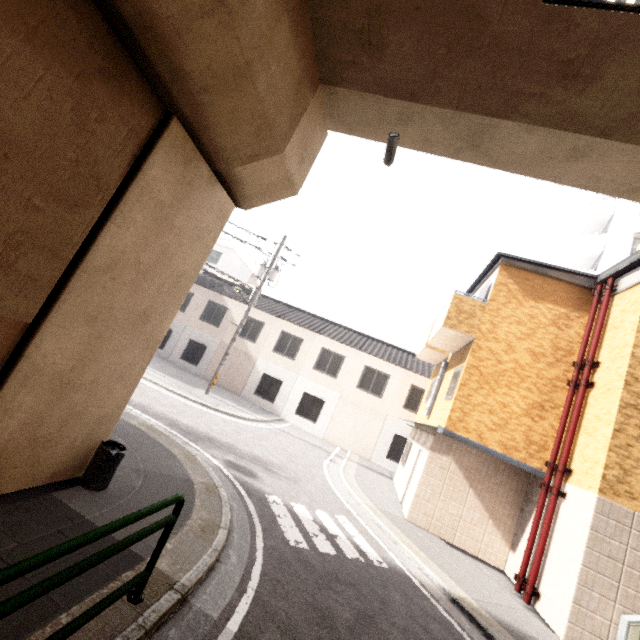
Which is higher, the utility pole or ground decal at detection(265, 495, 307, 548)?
the utility pole

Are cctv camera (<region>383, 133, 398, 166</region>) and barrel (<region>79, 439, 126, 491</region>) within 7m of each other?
yes

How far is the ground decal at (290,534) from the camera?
6.0 meters

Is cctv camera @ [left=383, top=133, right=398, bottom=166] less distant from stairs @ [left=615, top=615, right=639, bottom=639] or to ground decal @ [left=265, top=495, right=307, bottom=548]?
ground decal @ [left=265, top=495, right=307, bottom=548]

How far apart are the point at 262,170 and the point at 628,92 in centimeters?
A: 463cm

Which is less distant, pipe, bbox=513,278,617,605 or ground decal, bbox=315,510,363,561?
ground decal, bbox=315,510,363,561

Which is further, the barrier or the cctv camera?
the cctv camera

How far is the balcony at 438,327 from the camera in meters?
10.5
